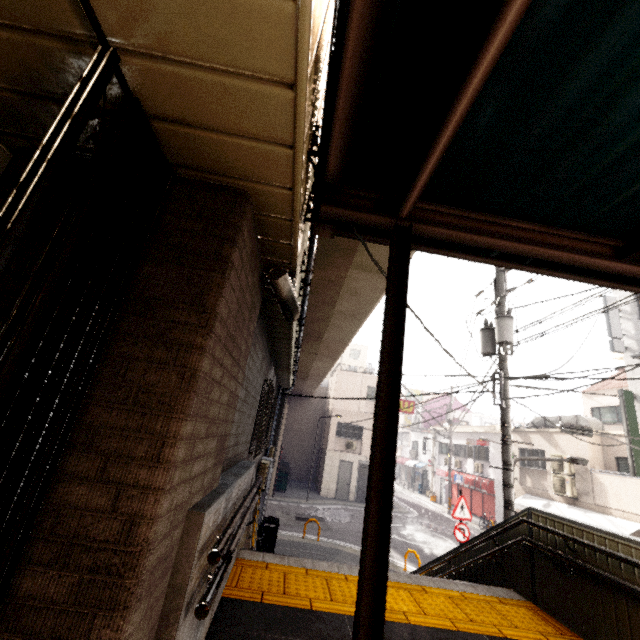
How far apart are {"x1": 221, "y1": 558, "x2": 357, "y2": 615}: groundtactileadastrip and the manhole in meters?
11.7 m

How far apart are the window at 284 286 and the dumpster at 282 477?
21.2m

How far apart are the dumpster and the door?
3.5 meters

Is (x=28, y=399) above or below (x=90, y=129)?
below

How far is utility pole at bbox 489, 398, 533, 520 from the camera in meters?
7.2

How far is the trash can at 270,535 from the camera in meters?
9.8

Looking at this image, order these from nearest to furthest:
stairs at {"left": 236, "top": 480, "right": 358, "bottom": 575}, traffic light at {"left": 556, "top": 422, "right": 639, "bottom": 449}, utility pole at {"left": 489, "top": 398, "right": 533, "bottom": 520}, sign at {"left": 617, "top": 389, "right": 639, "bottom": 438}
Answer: stairs at {"left": 236, "top": 480, "right": 358, "bottom": 575}, utility pole at {"left": 489, "top": 398, "right": 533, "bottom": 520}, traffic light at {"left": 556, "top": 422, "right": 639, "bottom": 449}, sign at {"left": 617, "top": 389, "right": 639, "bottom": 438}

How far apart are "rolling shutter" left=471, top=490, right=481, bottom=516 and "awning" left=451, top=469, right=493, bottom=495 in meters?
0.1 m
